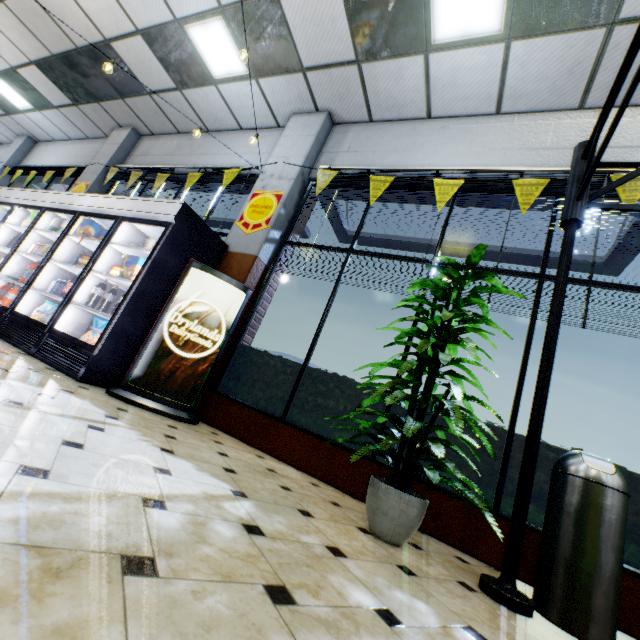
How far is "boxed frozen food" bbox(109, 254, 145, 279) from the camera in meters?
3.7 m

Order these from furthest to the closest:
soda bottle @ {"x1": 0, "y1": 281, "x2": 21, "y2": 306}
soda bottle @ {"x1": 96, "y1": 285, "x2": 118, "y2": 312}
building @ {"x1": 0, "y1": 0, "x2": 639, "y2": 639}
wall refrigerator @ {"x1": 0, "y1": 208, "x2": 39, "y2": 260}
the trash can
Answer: wall refrigerator @ {"x1": 0, "y1": 208, "x2": 39, "y2": 260} < soda bottle @ {"x1": 0, "y1": 281, "x2": 21, "y2": 306} < soda bottle @ {"x1": 96, "y1": 285, "x2": 118, "y2": 312} < the trash can < building @ {"x1": 0, "y1": 0, "x2": 639, "y2": 639}

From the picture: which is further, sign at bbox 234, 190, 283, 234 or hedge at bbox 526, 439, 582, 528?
sign at bbox 234, 190, 283, 234

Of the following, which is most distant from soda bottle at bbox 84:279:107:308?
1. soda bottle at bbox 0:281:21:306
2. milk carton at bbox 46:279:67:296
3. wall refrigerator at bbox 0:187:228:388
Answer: soda bottle at bbox 0:281:21:306

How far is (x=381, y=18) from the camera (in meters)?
3.76

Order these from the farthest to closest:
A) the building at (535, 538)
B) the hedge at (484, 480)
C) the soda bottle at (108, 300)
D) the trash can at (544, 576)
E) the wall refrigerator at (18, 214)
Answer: the wall refrigerator at (18, 214) < the soda bottle at (108, 300) < the hedge at (484, 480) < the building at (535, 538) < the trash can at (544, 576)

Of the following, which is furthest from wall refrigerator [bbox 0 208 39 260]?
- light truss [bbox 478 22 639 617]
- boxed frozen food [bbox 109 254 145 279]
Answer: light truss [bbox 478 22 639 617]

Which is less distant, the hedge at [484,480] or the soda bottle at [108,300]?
the hedge at [484,480]
